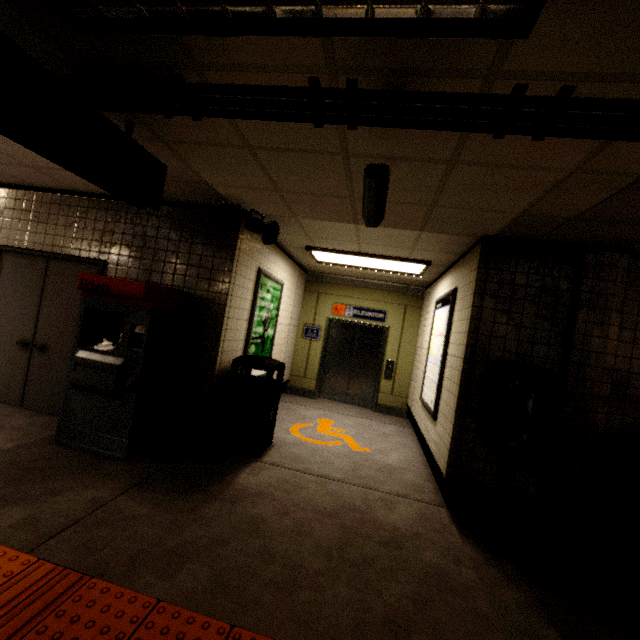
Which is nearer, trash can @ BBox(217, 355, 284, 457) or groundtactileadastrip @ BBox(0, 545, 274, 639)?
groundtactileadastrip @ BBox(0, 545, 274, 639)

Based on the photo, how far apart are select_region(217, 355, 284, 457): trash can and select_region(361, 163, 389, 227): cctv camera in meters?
2.2 m

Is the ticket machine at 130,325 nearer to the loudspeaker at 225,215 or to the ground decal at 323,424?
the loudspeaker at 225,215

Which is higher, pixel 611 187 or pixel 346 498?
pixel 611 187

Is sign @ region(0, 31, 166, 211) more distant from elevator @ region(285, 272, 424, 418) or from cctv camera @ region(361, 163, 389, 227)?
elevator @ region(285, 272, 424, 418)

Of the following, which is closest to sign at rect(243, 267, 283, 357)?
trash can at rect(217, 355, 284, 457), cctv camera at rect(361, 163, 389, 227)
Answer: trash can at rect(217, 355, 284, 457)

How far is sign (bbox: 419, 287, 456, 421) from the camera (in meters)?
4.24

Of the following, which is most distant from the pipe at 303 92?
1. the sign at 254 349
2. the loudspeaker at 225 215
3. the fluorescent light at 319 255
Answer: the fluorescent light at 319 255
